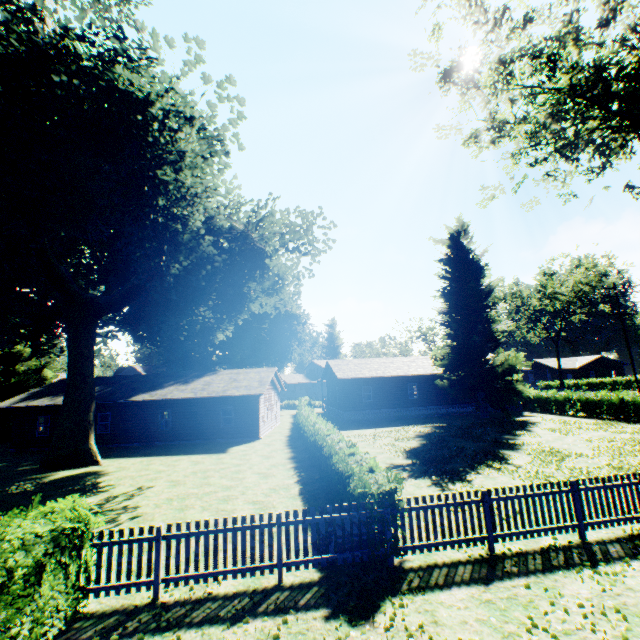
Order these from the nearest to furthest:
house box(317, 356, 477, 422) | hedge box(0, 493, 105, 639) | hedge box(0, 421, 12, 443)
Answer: hedge box(0, 493, 105, 639), hedge box(0, 421, 12, 443), house box(317, 356, 477, 422)

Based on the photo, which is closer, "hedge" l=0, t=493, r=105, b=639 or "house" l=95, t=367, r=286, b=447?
"hedge" l=0, t=493, r=105, b=639

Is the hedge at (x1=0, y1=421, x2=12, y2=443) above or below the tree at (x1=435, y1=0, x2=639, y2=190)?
below

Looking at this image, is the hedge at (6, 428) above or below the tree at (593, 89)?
below

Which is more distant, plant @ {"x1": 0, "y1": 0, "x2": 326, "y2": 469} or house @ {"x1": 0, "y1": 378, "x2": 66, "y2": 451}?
house @ {"x1": 0, "y1": 378, "x2": 66, "y2": 451}

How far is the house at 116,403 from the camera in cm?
2525

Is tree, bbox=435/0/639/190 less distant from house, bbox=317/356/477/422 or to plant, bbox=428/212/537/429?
plant, bbox=428/212/537/429

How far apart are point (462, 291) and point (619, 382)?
47.98m
